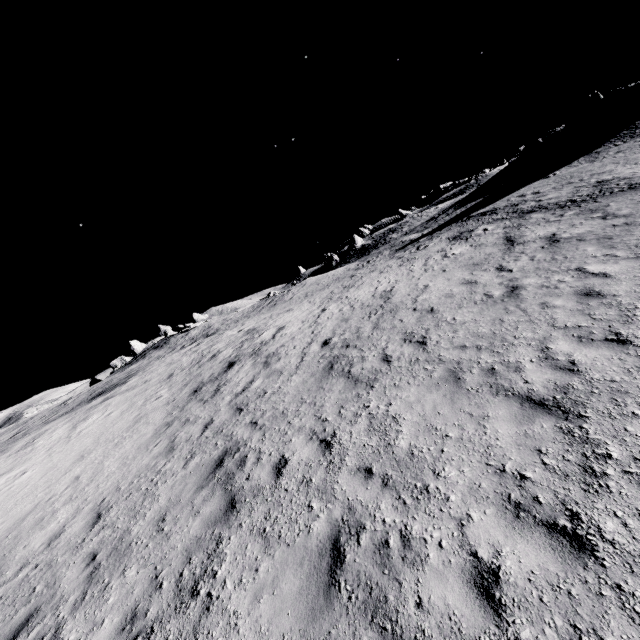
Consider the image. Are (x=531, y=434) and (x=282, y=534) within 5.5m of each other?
yes
